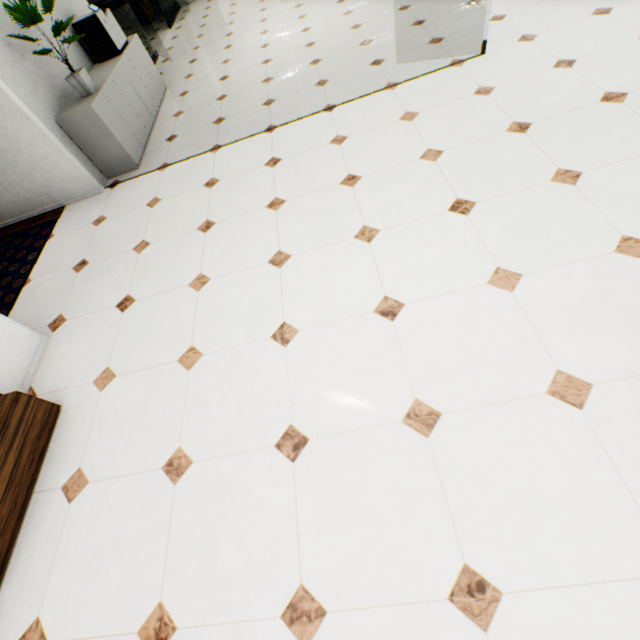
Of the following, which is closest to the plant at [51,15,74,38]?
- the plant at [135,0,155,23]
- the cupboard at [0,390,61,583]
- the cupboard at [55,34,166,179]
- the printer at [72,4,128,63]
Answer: the cupboard at [55,34,166,179]

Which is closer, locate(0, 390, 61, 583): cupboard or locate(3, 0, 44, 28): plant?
locate(0, 390, 61, 583): cupboard

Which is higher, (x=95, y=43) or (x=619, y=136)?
(x=95, y=43)

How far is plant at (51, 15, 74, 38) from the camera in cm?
341

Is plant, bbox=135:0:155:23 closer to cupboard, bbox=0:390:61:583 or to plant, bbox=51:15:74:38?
plant, bbox=51:15:74:38

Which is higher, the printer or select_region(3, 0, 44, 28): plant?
select_region(3, 0, 44, 28): plant

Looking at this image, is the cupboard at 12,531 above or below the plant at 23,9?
below

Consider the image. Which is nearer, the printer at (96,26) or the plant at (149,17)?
the printer at (96,26)
